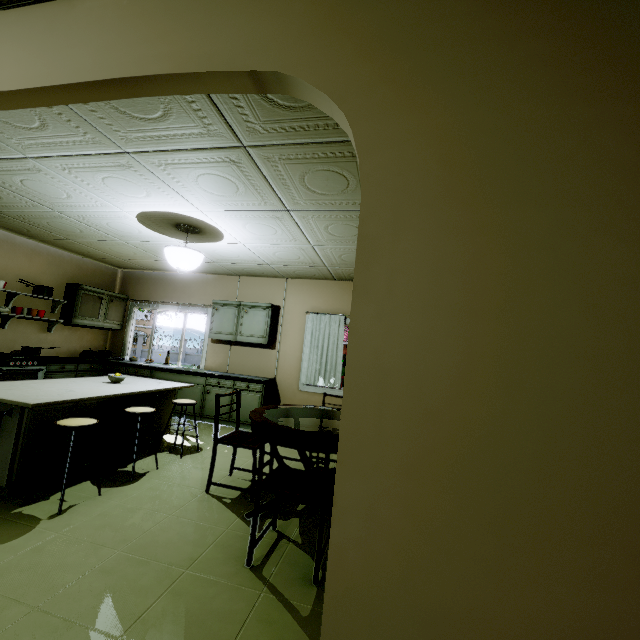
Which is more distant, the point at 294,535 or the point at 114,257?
the point at 114,257

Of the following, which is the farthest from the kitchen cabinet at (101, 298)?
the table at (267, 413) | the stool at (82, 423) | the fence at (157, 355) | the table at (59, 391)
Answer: the fence at (157, 355)

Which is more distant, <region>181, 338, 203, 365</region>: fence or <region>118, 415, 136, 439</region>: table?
<region>181, 338, 203, 365</region>: fence

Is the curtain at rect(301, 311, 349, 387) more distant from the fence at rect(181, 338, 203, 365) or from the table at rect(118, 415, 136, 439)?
the fence at rect(181, 338, 203, 365)

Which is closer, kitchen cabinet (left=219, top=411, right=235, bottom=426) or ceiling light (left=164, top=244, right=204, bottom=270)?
ceiling light (left=164, top=244, right=204, bottom=270)

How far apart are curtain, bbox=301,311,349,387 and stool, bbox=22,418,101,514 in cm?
346

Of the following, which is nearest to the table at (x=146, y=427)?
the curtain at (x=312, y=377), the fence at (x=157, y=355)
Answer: the curtain at (x=312, y=377)
